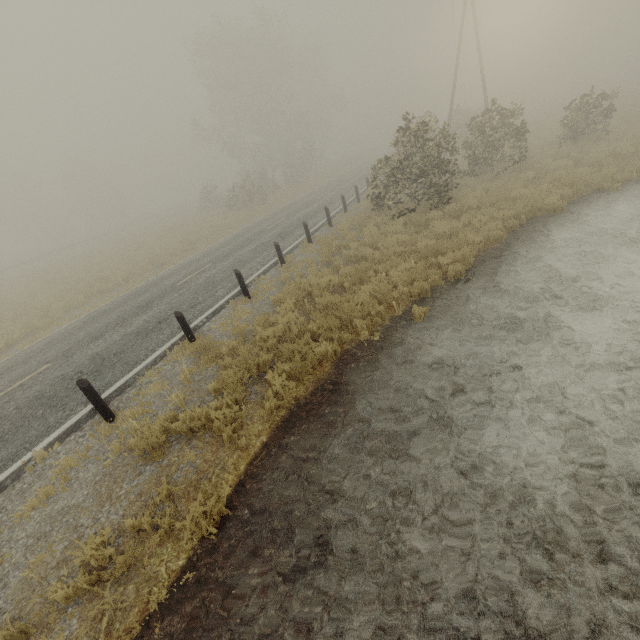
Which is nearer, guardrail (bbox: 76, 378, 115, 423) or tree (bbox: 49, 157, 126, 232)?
guardrail (bbox: 76, 378, 115, 423)

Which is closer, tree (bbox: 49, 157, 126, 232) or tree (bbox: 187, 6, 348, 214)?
tree (bbox: 187, 6, 348, 214)

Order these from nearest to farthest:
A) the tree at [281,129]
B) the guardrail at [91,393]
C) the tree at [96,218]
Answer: the guardrail at [91,393] < the tree at [281,129] < the tree at [96,218]

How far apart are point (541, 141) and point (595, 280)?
19.3m

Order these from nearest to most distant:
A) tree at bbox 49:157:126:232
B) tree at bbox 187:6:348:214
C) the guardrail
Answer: the guardrail
tree at bbox 187:6:348:214
tree at bbox 49:157:126:232

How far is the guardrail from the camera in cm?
607

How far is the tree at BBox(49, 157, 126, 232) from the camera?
54.3m

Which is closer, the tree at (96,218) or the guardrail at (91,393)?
the guardrail at (91,393)
